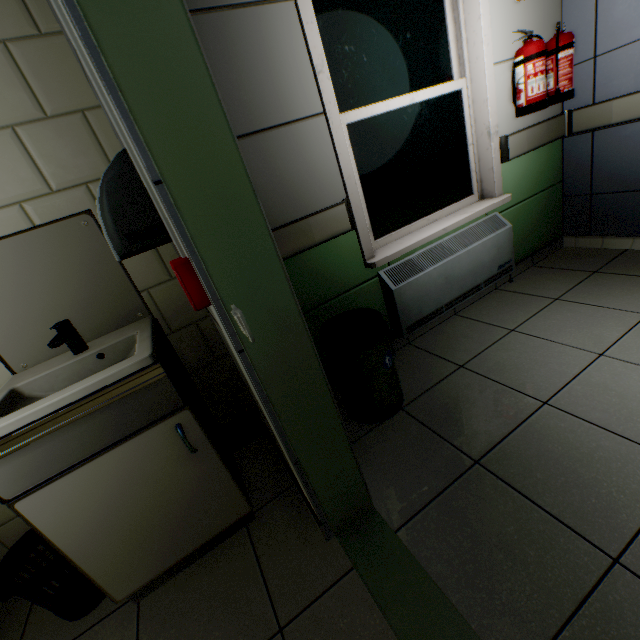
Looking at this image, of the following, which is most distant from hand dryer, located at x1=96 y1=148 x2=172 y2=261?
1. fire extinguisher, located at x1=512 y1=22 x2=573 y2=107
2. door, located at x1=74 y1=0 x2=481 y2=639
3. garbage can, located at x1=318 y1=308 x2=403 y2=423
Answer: fire extinguisher, located at x1=512 y1=22 x2=573 y2=107

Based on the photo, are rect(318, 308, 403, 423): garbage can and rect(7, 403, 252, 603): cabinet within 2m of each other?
yes

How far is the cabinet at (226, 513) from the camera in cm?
109

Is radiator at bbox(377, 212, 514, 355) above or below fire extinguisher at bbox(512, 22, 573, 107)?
below

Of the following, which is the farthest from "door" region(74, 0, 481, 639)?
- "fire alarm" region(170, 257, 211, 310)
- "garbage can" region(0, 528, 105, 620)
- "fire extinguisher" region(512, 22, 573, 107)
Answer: "fire extinguisher" region(512, 22, 573, 107)

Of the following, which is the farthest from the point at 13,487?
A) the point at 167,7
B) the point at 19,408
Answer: the point at 167,7

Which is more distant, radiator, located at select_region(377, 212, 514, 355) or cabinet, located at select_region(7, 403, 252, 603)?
radiator, located at select_region(377, 212, 514, 355)

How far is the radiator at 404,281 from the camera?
2.2m
